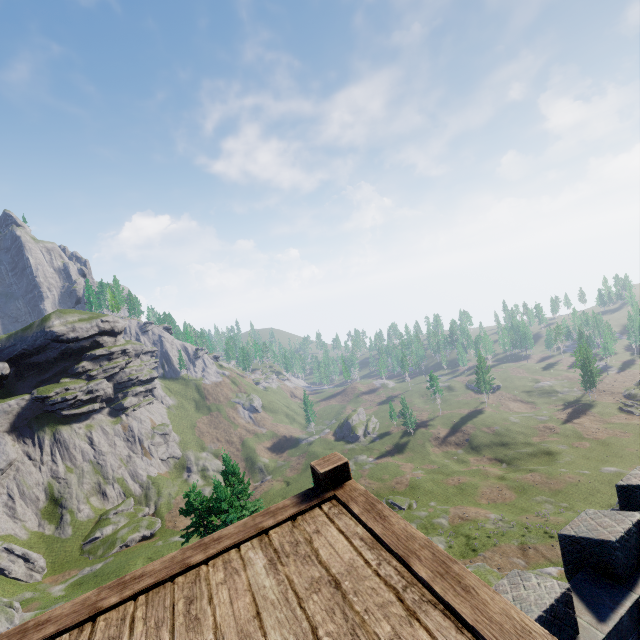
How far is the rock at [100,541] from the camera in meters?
52.6

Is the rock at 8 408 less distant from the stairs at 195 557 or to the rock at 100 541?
the rock at 100 541

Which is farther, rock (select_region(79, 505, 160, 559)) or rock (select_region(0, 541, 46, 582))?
rock (select_region(79, 505, 160, 559))

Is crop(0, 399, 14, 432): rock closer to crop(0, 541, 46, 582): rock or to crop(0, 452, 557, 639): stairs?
crop(0, 541, 46, 582): rock

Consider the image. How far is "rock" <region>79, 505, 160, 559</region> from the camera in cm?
5257

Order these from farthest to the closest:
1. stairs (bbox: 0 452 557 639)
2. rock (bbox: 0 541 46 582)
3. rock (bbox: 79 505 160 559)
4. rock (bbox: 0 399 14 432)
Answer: rock (bbox: 0 399 14 432) → rock (bbox: 79 505 160 559) → rock (bbox: 0 541 46 582) → stairs (bbox: 0 452 557 639)

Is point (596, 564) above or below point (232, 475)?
above

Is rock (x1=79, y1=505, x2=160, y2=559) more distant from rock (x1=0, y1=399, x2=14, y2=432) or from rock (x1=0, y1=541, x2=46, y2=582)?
rock (x1=0, y1=399, x2=14, y2=432)
